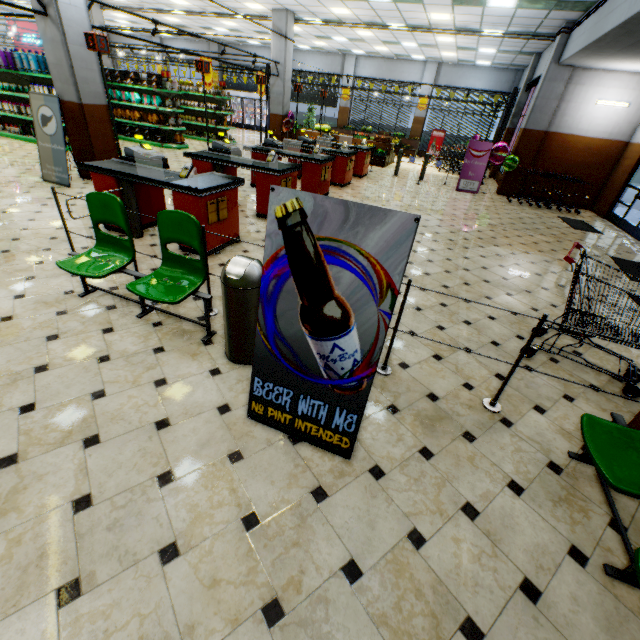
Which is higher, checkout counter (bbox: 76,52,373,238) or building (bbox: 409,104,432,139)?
building (bbox: 409,104,432,139)

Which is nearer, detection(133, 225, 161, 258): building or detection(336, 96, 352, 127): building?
detection(133, 225, 161, 258): building

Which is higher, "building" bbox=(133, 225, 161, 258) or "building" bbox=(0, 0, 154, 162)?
"building" bbox=(0, 0, 154, 162)

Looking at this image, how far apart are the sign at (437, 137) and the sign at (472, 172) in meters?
10.0 m

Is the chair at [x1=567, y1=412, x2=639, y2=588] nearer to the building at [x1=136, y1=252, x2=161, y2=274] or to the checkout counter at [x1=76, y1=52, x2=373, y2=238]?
the building at [x1=136, y1=252, x2=161, y2=274]

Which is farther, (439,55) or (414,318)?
(439,55)

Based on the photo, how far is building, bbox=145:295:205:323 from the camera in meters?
3.5 m

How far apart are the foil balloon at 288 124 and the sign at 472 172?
7.6m
